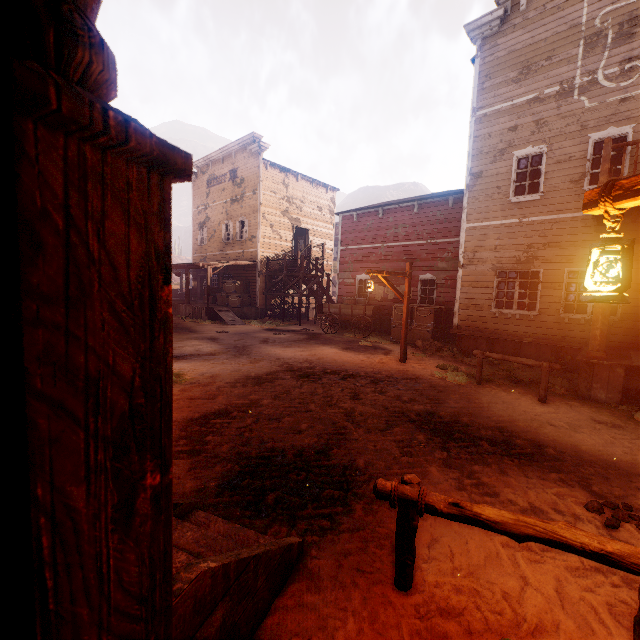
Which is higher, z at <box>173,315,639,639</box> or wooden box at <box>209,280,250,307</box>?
wooden box at <box>209,280,250,307</box>

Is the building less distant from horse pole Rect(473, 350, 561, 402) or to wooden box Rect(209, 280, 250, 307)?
wooden box Rect(209, 280, 250, 307)

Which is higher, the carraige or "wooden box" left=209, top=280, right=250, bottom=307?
"wooden box" left=209, top=280, right=250, bottom=307

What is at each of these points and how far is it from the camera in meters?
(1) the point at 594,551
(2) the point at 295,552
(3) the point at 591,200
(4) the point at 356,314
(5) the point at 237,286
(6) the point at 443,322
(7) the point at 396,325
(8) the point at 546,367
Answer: (1) horse pole, 1.9
(2) building, 2.7
(3) light pole, 2.0
(4) carraige, 16.8
(5) wooden box, 21.9
(6) wooden box, 15.0
(7) wooden box, 15.2
(8) horse pole, 7.3

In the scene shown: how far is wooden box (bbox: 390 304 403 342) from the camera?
15.08m

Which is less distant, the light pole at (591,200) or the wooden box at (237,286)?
the light pole at (591,200)

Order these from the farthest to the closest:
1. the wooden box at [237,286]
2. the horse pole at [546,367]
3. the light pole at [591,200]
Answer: the wooden box at [237,286] → the horse pole at [546,367] → the light pole at [591,200]
